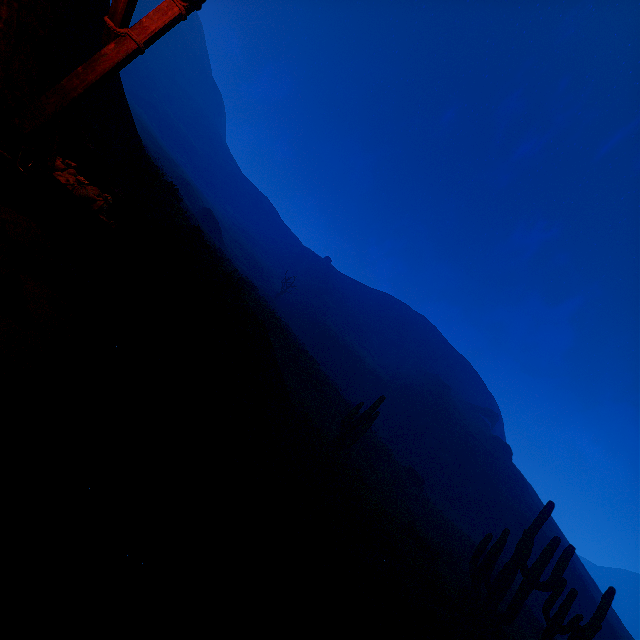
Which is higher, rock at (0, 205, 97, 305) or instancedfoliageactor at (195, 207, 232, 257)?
instancedfoliageactor at (195, 207, 232, 257)

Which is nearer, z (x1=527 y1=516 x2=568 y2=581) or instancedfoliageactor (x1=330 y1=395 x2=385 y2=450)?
instancedfoliageactor (x1=330 y1=395 x2=385 y2=450)

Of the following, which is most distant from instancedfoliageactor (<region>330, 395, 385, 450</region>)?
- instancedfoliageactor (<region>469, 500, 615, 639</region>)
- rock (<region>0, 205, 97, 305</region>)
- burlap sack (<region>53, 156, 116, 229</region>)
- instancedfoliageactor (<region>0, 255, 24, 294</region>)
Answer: instancedfoliageactor (<region>0, 255, 24, 294</region>)

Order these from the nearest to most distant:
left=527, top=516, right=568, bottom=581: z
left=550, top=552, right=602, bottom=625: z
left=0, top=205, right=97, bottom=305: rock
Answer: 1. left=0, top=205, right=97, bottom=305: rock
2. left=550, top=552, right=602, bottom=625: z
3. left=527, top=516, right=568, bottom=581: z

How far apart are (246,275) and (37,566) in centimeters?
5984cm

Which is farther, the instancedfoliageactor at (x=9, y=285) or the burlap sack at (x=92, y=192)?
the burlap sack at (x=92, y=192)

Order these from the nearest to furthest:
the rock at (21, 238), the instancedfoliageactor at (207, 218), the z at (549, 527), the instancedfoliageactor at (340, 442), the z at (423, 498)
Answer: the z at (423, 498), the rock at (21, 238), the instancedfoliageactor at (340, 442), the z at (549, 527), the instancedfoliageactor at (207, 218)

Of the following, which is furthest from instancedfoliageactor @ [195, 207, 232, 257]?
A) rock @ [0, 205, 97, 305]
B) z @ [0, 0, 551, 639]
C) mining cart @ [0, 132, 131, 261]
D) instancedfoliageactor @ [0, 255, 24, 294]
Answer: instancedfoliageactor @ [0, 255, 24, 294]
